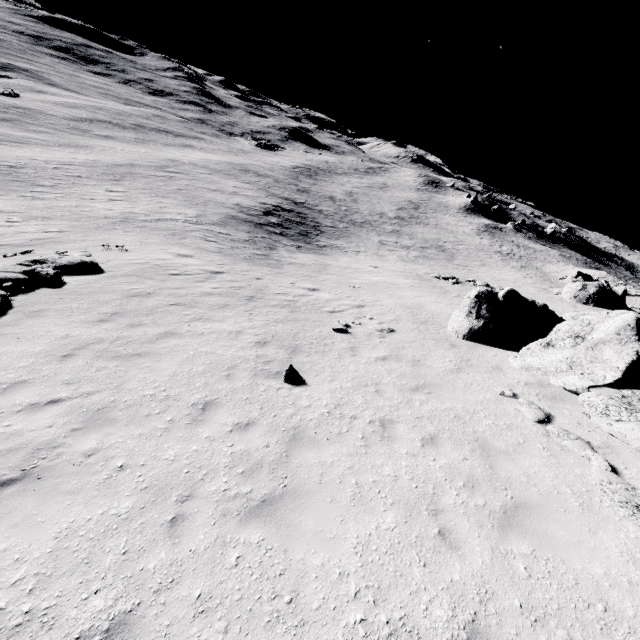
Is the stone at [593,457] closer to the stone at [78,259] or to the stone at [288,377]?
the stone at [288,377]

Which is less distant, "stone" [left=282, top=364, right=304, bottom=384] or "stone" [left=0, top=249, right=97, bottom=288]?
"stone" [left=282, top=364, right=304, bottom=384]

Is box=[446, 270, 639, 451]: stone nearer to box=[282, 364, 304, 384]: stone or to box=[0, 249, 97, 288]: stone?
box=[282, 364, 304, 384]: stone

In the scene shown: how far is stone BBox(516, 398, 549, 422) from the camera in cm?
839

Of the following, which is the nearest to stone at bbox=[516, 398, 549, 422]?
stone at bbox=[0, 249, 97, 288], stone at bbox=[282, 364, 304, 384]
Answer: stone at bbox=[282, 364, 304, 384]

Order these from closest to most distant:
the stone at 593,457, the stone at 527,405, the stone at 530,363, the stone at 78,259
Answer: the stone at 593,457
the stone at 527,405
the stone at 530,363
the stone at 78,259

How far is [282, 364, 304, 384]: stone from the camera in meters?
8.8 m

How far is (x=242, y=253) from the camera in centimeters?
2292cm
